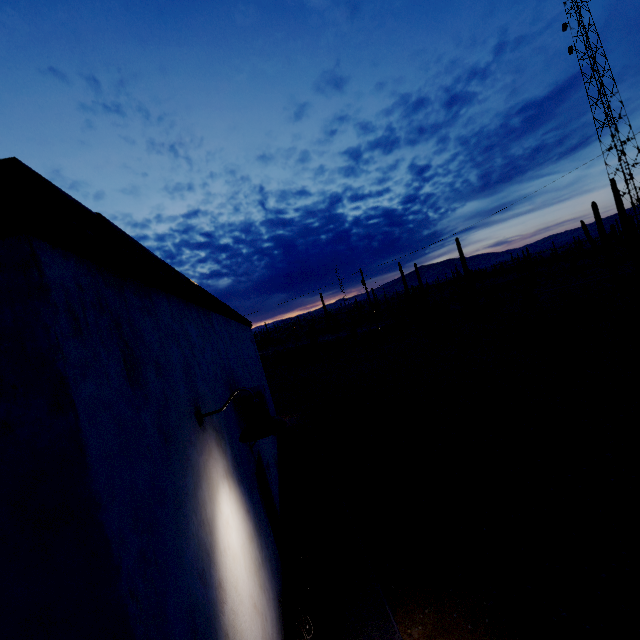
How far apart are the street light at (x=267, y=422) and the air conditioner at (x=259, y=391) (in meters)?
1.98

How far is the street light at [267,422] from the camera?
2.8m

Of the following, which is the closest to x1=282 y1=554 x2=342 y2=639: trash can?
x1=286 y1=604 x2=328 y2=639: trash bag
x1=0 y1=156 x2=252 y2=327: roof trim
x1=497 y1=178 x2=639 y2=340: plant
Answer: x1=286 y1=604 x2=328 y2=639: trash bag

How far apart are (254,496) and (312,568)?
1.48m

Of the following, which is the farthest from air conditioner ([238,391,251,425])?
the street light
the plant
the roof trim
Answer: the plant

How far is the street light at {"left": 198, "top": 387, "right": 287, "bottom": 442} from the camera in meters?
2.8 m

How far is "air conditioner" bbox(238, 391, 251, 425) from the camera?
5.1 meters

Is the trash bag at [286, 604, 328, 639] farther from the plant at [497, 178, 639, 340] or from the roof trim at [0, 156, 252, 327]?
the plant at [497, 178, 639, 340]
